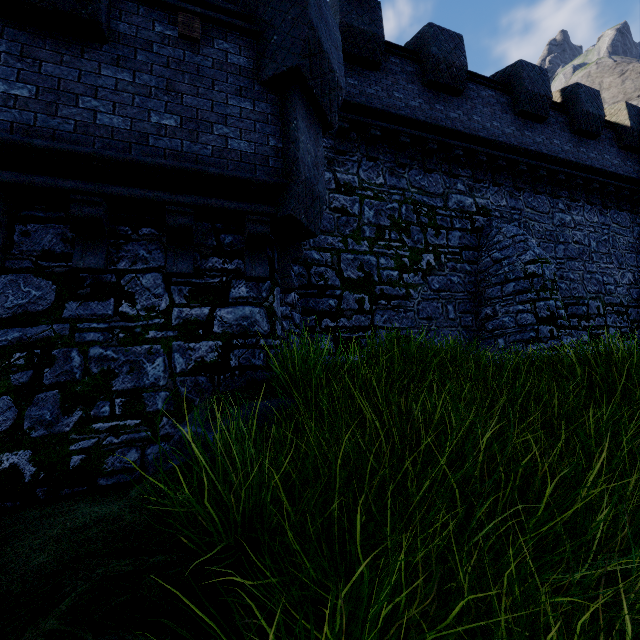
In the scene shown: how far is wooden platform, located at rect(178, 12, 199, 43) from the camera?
4.3m

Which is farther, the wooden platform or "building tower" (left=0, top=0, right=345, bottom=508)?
the wooden platform

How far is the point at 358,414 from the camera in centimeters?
335cm

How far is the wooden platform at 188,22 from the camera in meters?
4.3

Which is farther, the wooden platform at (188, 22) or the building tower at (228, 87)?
the wooden platform at (188, 22)

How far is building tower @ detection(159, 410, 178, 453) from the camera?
3.9m

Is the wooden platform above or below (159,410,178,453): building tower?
above
